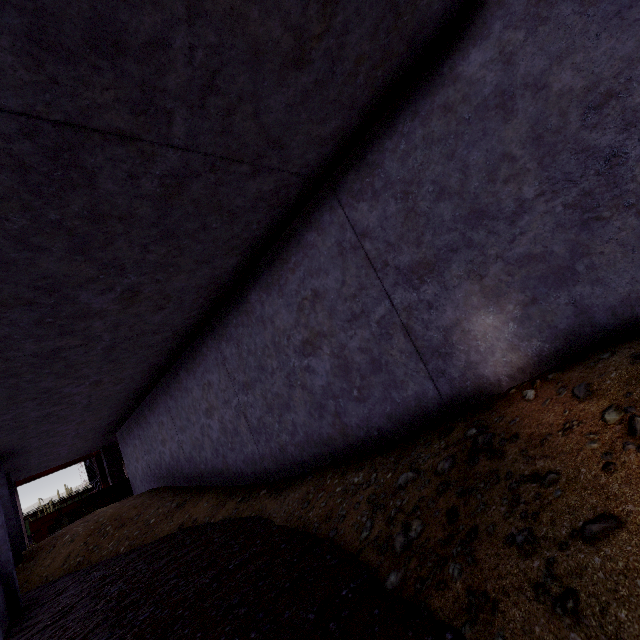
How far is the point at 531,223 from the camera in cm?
252

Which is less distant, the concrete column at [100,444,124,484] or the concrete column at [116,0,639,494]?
the concrete column at [116,0,639,494]

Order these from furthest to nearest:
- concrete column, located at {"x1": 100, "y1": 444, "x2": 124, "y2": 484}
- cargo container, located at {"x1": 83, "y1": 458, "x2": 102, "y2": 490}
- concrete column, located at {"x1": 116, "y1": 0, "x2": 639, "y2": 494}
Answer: cargo container, located at {"x1": 83, "y1": 458, "x2": 102, "y2": 490}
concrete column, located at {"x1": 100, "y1": 444, "x2": 124, "y2": 484}
concrete column, located at {"x1": 116, "y1": 0, "x2": 639, "y2": 494}

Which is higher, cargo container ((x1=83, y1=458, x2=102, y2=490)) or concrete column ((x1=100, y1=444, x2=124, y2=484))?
cargo container ((x1=83, y1=458, x2=102, y2=490))

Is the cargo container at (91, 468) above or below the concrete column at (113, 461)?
above

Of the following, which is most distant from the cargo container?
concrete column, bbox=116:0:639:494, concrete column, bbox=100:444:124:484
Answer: concrete column, bbox=116:0:639:494

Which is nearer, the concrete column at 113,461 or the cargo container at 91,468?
the concrete column at 113,461
